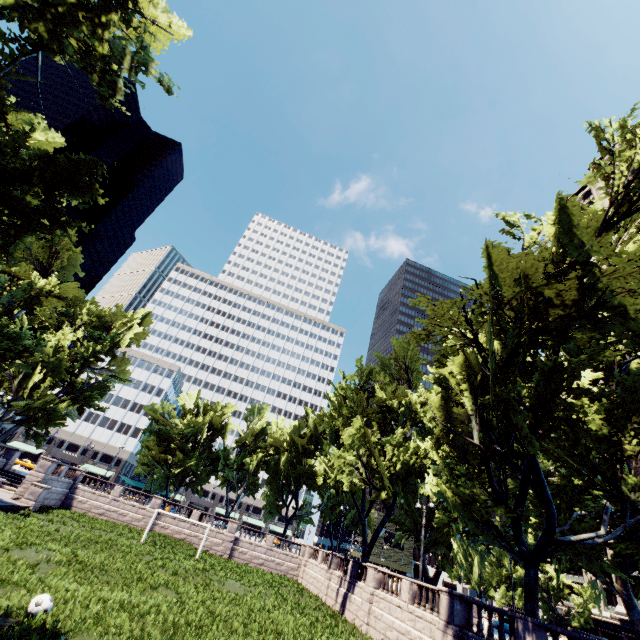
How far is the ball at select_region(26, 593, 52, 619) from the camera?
Result: 10.29m

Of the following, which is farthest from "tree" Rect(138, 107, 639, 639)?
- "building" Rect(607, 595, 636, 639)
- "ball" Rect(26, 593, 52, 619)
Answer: "ball" Rect(26, 593, 52, 619)

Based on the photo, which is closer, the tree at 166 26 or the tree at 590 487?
the tree at 166 26

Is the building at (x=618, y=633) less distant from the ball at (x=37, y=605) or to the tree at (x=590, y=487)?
the tree at (x=590, y=487)

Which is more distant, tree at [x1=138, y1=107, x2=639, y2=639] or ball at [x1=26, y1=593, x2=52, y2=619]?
tree at [x1=138, y1=107, x2=639, y2=639]

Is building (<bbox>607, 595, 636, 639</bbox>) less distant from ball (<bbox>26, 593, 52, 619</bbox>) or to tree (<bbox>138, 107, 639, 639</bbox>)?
tree (<bbox>138, 107, 639, 639</bbox>)

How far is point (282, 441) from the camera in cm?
5034
